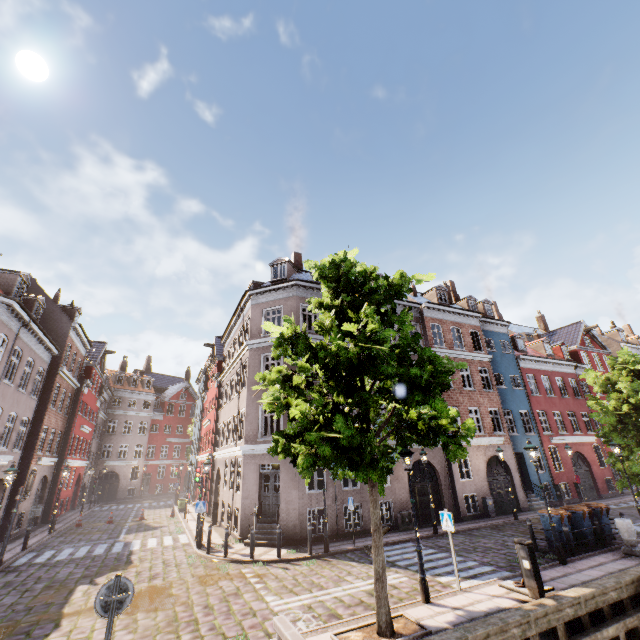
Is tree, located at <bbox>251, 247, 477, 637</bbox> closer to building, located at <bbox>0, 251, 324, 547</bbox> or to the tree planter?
the tree planter

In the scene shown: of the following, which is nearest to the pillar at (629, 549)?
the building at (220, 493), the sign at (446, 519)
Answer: the sign at (446, 519)

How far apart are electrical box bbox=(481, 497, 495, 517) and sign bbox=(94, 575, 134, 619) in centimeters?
2025cm

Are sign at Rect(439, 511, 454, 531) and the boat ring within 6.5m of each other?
yes

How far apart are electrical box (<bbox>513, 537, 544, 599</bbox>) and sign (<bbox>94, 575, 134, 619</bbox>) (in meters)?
9.45

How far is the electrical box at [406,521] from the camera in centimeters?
1692cm

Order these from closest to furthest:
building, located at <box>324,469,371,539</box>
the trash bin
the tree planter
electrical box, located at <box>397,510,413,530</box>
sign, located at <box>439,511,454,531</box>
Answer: the tree planter
sign, located at <box>439,511,454,531</box>
the trash bin
building, located at <box>324,469,371,539</box>
electrical box, located at <box>397,510,413,530</box>

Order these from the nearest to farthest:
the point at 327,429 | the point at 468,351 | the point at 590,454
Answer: the point at 327,429 < the point at 468,351 < the point at 590,454
